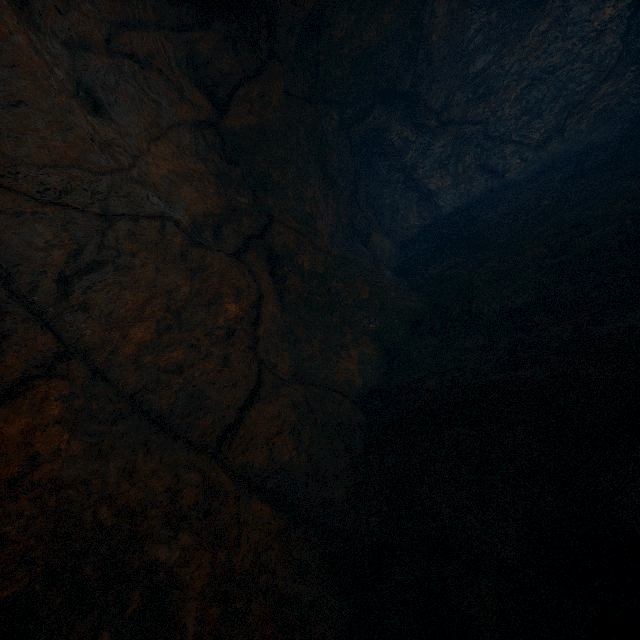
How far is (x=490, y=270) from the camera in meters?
4.6
